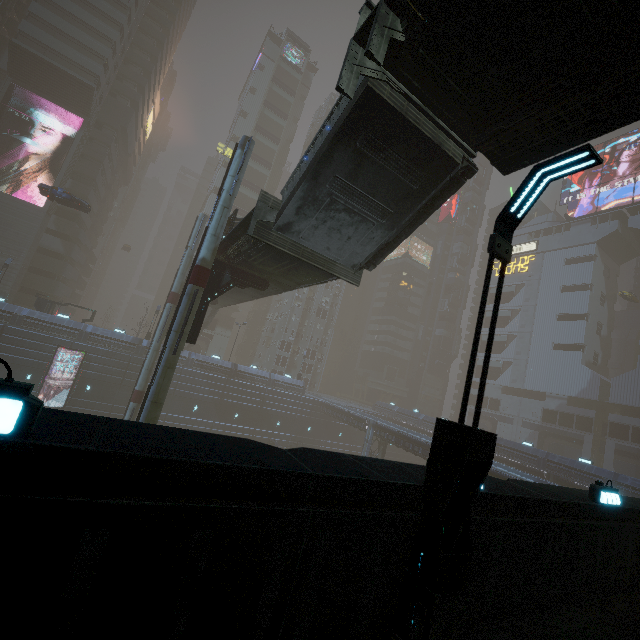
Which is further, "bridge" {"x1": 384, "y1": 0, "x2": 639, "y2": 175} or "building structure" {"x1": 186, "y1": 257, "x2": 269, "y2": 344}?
"building structure" {"x1": 186, "y1": 257, "x2": 269, "y2": 344}

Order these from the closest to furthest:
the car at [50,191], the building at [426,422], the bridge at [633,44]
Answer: the bridge at [633,44]
the car at [50,191]
the building at [426,422]

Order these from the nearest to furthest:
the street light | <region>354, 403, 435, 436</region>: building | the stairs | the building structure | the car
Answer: the street light → the stairs → the building structure → the car → <region>354, 403, 435, 436</region>: building

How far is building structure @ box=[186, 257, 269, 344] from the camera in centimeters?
1756cm

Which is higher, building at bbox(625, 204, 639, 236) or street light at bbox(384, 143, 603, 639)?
building at bbox(625, 204, 639, 236)

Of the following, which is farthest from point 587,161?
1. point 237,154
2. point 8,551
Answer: point 237,154

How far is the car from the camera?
32.6m

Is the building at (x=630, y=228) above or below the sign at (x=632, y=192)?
below
